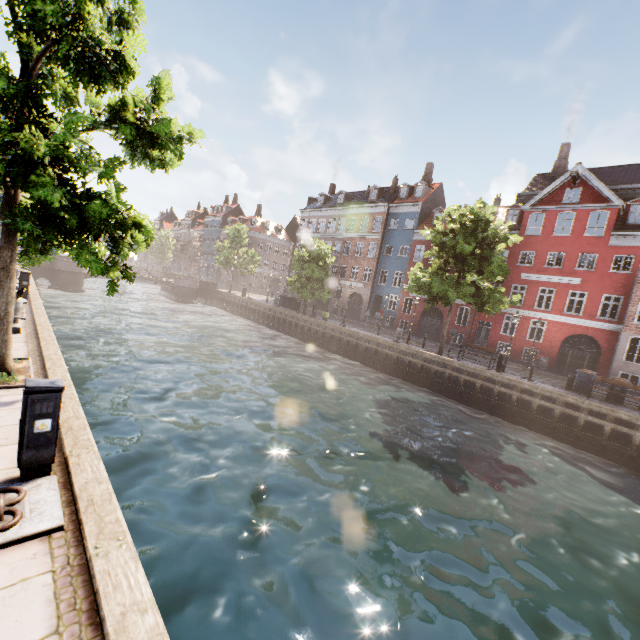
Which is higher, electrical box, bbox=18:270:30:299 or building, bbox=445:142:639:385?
building, bbox=445:142:639:385

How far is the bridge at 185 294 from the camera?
41.4 meters

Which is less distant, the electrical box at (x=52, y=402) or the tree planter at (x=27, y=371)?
the electrical box at (x=52, y=402)

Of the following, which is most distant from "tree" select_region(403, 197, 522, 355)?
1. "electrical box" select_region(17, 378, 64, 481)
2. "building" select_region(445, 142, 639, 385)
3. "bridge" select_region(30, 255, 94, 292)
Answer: "building" select_region(445, 142, 639, 385)

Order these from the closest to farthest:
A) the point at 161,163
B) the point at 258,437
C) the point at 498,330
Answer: the point at 161,163, the point at 258,437, the point at 498,330

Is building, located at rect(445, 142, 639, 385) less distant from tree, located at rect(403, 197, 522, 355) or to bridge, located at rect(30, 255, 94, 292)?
tree, located at rect(403, 197, 522, 355)

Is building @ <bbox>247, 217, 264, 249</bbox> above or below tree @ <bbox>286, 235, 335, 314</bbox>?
above

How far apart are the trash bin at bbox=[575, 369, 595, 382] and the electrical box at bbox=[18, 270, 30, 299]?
28.8 meters
